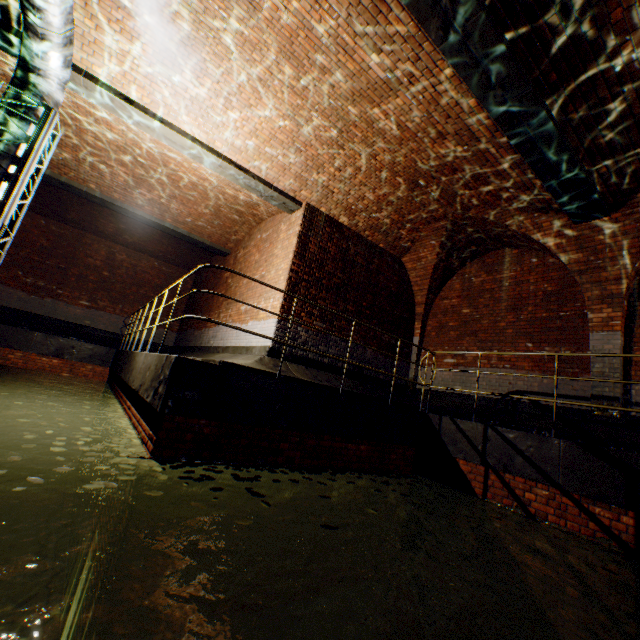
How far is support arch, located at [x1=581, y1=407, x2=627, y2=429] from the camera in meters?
5.8 m

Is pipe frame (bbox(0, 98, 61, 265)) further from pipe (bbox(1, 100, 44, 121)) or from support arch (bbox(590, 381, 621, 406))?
support arch (bbox(590, 381, 621, 406))

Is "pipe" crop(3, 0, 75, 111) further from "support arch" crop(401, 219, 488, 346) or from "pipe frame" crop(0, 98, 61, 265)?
"support arch" crop(401, 219, 488, 346)

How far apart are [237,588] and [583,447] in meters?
5.1

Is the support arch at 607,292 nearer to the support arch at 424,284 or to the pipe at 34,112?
the support arch at 424,284

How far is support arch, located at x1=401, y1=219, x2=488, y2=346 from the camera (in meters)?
8.59

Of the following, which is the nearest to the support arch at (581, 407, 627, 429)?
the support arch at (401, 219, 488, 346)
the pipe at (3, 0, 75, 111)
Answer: the support arch at (401, 219, 488, 346)

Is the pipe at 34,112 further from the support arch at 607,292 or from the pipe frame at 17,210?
the support arch at 607,292
